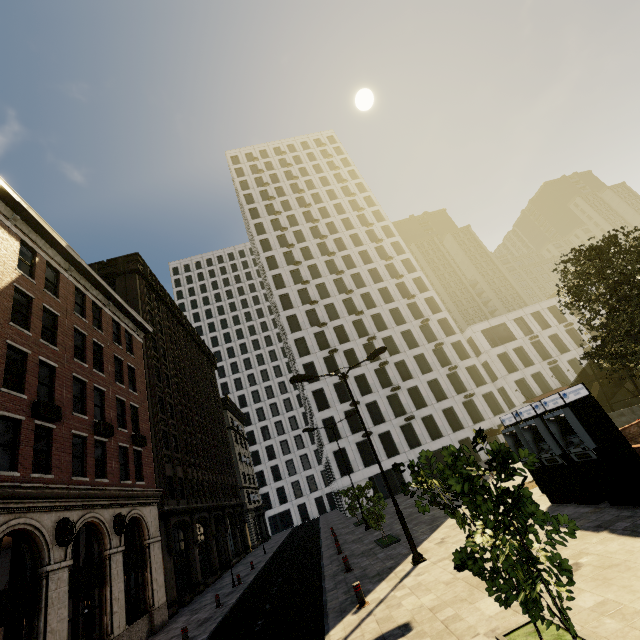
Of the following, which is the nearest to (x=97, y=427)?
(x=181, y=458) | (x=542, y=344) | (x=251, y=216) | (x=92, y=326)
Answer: (x=92, y=326)

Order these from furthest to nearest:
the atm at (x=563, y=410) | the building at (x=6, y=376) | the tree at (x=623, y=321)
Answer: the building at (x=6, y=376)
the tree at (x=623, y=321)
the atm at (x=563, y=410)

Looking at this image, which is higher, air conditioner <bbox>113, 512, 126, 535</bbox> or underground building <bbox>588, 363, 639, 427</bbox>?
air conditioner <bbox>113, 512, 126, 535</bbox>

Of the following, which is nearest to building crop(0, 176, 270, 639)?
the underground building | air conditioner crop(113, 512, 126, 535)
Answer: air conditioner crop(113, 512, 126, 535)

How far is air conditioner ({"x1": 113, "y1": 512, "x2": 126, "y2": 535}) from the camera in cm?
1584

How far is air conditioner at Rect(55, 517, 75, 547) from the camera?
12.3 meters

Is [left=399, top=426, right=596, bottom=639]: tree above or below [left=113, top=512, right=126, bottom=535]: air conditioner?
below

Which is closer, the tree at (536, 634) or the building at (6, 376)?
the tree at (536, 634)
